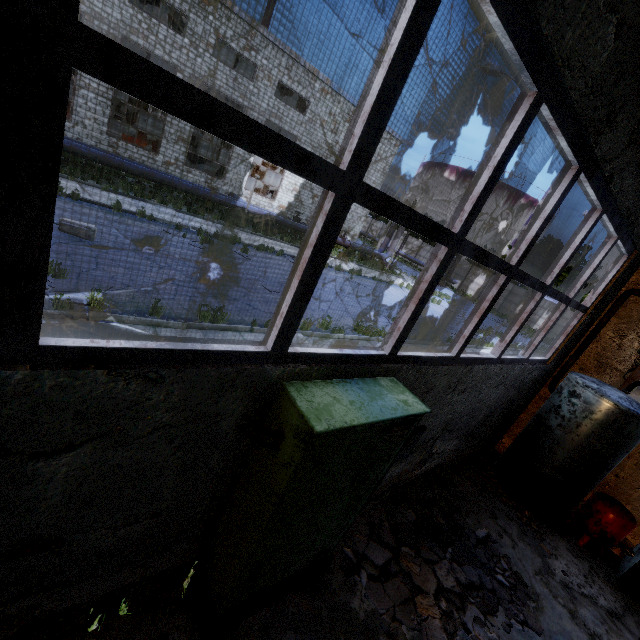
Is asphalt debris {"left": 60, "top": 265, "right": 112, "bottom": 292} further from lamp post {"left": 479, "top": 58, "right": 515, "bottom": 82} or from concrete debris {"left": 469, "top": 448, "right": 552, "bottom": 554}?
lamp post {"left": 479, "top": 58, "right": 515, "bottom": 82}

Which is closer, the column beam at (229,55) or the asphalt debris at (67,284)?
the asphalt debris at (67,284)

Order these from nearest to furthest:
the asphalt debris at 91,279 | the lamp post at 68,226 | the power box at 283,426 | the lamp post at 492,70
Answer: the power box at 283,426
the asphalt debris at 91,279
the lamp post at 68,226
the lamp post at 492,70

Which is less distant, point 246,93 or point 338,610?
point 338,610

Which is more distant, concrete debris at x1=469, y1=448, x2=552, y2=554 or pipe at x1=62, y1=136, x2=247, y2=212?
pipe at x1=62, y1=136, x2=247, y2=212

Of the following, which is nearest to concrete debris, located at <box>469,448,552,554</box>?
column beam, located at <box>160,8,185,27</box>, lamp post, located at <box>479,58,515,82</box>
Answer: lamp post, located at <box>479,58,515,82</box>

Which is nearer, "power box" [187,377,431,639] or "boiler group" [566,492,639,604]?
"power box" [187,377,431,639]

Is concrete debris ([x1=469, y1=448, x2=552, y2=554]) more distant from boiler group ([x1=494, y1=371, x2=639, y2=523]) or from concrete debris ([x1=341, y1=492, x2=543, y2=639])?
concrete debris ([x1=341, y1=492, x2=543, y2=639])
